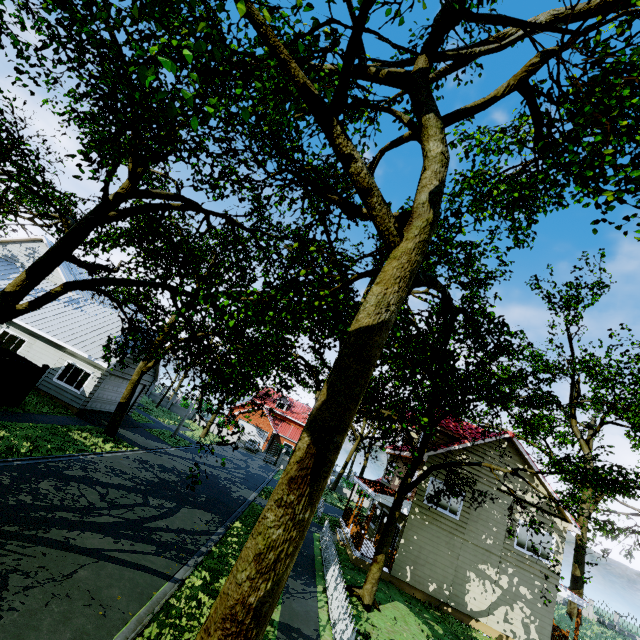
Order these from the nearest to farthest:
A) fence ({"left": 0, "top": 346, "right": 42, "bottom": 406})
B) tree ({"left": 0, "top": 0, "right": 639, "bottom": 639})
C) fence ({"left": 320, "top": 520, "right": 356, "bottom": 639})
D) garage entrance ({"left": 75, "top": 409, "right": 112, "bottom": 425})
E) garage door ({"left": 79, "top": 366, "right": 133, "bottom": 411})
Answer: tree ({"left": 0, "top": 0, "right": 639, "bottom": 639}) → fence ({"left": 320, "top": 520, "right": 356, "bottom": 639}) → fence ({"left": 0, "top": 346, "right": 42, "bottom": 406}) → garage entrance ({"left": 75, "top": 409, "right": 112, "bottom": 425}) → garage door ({"left": 79, "top": 366, "right": 133, "bottom": 411})

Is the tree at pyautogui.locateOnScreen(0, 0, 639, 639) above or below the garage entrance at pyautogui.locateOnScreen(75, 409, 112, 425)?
above

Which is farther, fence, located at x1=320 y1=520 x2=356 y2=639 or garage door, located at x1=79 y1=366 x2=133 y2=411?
garage door, located at x1=79 y1=366 x2=133 y2=411

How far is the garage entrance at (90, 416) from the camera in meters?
18.9

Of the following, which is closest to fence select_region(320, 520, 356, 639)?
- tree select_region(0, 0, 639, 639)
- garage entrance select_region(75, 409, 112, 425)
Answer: tree select_region(0, 0, 639, 639)

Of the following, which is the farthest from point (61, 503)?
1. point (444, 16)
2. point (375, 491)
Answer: point (444, 16)

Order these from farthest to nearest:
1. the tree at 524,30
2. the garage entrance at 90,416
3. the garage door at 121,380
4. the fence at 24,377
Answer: the garage door at 121,380, the garage entrance at 90,416, the fence at 24,377, the tree at 524,30

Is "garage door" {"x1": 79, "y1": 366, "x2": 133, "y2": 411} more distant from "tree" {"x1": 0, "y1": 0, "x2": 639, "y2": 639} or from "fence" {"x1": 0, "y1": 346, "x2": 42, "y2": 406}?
"fence" {"x1": 0, "y1": 346, "x2": 42, "y2": 406}
